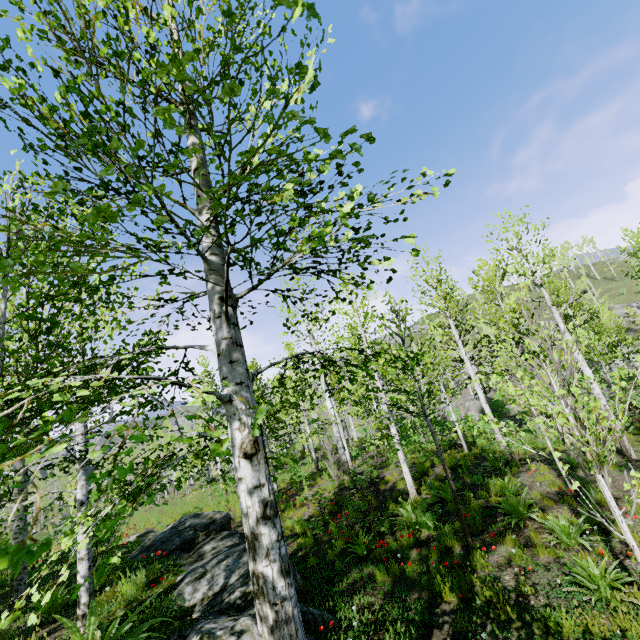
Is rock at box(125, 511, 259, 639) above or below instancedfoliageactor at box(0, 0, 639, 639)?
below

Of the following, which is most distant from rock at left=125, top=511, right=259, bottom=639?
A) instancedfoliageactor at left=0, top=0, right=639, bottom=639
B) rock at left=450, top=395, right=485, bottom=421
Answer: rock at left=450, top=395, right=485, bottom=421

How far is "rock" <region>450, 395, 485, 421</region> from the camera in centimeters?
2877cm

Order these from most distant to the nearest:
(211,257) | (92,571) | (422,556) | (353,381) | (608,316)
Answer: (608,316), (422,556), (353,381), (211,257), (92,571)

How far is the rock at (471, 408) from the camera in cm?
2877

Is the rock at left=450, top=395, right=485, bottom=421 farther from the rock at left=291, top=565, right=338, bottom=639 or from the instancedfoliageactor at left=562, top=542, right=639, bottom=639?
the rock at left=291, top=565, right=338, bottom=639

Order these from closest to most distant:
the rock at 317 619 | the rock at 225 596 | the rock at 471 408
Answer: the rock at 225 596 → the rock at 317 619 → the rock at 471 408
